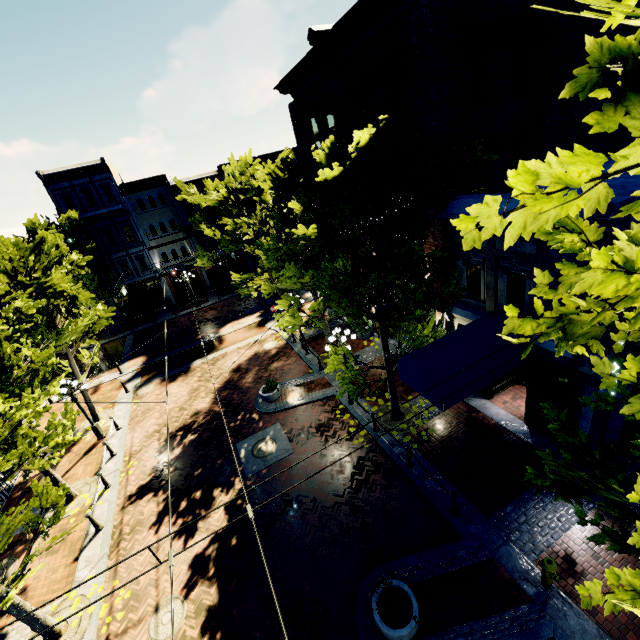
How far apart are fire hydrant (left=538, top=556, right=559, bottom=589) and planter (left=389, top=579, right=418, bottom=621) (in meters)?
2.92

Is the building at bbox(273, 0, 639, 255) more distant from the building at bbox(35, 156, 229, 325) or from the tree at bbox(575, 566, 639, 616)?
the building at bbox(35, 156, 229, 325)

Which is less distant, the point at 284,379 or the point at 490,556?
the point at 490,556

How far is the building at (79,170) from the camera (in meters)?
28.26

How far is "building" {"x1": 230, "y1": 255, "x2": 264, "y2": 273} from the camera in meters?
36.1

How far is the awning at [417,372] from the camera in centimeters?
895cm

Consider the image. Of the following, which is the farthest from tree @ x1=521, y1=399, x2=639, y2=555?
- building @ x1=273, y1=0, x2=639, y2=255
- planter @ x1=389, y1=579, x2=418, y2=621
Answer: planter @ x1=389, y1=579, x2=418, y2=621

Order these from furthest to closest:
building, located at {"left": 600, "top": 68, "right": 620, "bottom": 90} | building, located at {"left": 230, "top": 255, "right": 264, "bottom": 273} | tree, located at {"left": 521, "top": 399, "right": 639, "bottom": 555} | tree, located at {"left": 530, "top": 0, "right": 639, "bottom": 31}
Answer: building, located at {"left": 230, "top": 255, "right": 264, "bottom": 273}, building, located at {"left": 600, "top": 68, "right": 620, "bottom": 90}, tree, located at {"left": 521, "top": 399, "right": 639, "bottom": 555}, tree, located at {"left": 530, "top": 0, "right": 639, "bottom": 31}
